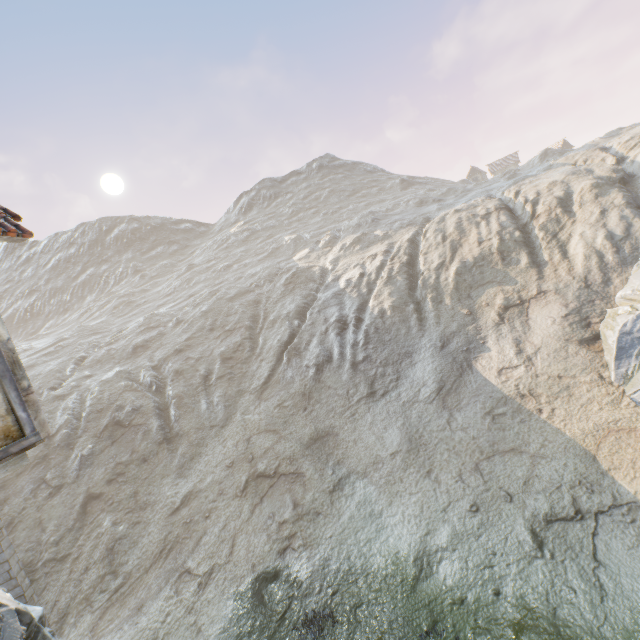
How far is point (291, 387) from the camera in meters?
23.3 m

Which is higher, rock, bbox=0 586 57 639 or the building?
the building

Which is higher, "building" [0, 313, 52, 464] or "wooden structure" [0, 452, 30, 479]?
"building" [0, 313, 52, 464]

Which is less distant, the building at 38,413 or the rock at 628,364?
the building at 38,413

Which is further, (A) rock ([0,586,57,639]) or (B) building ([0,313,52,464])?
(A) rock ([0,586,57,639])

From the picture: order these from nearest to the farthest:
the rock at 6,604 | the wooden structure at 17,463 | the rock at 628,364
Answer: the wooden structure at 17,463 < the rock at 6,604 < the rock at 628,364

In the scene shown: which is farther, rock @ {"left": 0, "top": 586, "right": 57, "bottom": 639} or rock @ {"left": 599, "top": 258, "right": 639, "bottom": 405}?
rock @ {"left": 599, "top": 258, "right": 639, "bottom": 405}
